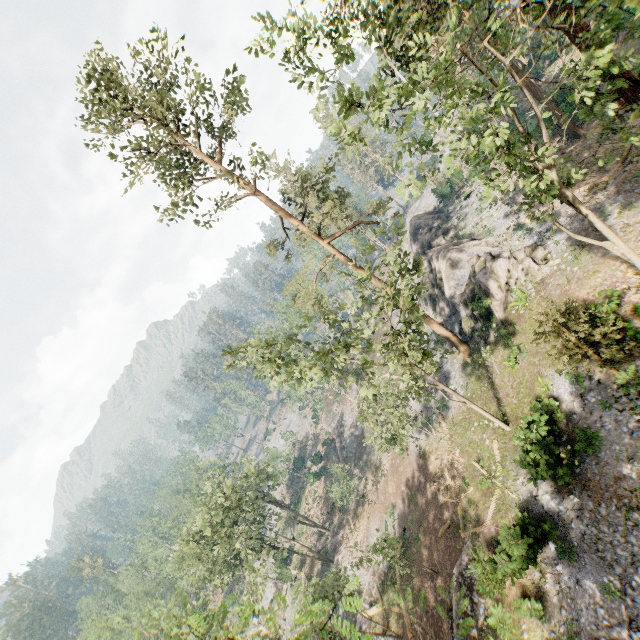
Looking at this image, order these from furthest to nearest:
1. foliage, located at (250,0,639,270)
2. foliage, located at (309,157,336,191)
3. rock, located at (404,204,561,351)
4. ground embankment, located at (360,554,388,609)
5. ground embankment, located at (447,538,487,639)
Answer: ground embankment, located at (360,554,388,609), rock, located at (404,204,561,351), foliage, located at (309,157,336,191), ground embankment, located at (447,538,487,639), foliage, located at (250,0,639,270)

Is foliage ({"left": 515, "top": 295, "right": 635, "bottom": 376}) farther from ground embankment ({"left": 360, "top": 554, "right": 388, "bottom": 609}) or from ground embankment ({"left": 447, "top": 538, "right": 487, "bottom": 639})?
ground embankment ({"left": 360, "top": 554, "right": 388, "bottom": 609})

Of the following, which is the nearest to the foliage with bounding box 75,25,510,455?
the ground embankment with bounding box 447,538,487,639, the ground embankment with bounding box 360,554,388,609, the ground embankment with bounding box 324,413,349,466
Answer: the ground embankment with bounding box 324,413,349,466

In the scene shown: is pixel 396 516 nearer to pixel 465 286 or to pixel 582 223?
pixel 465 286

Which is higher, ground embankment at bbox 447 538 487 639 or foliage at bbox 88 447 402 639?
foliage at bbox 88 447 402 639

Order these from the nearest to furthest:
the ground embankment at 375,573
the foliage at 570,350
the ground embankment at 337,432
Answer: the foliage at 570,350
the ground embankment at 375,573
the ground embankment at 337,432

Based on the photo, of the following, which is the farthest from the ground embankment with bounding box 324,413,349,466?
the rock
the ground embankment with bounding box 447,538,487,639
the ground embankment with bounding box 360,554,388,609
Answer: the rock

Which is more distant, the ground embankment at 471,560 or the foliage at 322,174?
the foliage at 322,174
